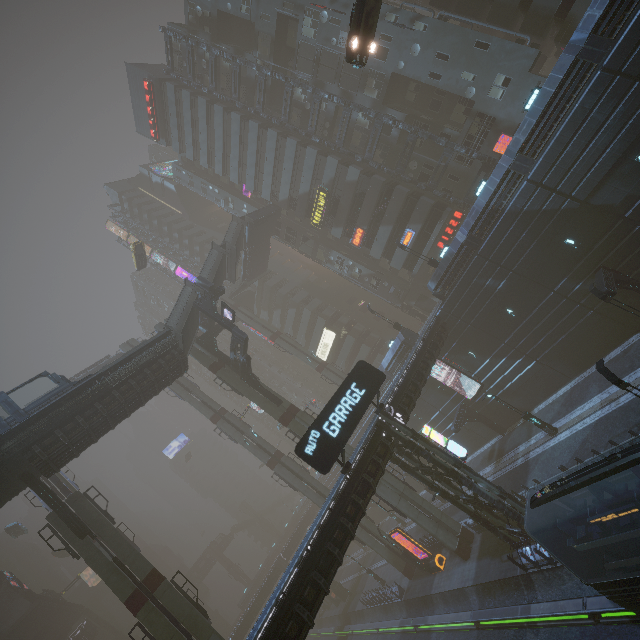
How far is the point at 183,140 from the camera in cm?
4884

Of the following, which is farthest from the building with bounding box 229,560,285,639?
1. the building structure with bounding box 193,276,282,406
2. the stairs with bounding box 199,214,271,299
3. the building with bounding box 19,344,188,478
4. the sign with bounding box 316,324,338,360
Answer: the building with bounding box 19,344,188,478

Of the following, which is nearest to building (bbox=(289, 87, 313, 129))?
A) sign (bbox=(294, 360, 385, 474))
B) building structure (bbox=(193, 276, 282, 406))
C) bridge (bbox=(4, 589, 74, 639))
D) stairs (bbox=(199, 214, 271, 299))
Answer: sign (bbox=(294, 360, 385, 474))

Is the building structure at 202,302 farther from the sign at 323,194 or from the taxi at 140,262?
the sign at 323,194

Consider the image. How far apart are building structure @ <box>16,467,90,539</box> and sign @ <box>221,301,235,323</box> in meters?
16.3 m

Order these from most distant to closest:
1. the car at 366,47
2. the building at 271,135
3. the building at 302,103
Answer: the building at 302,103 → the building at 271,135 → the car at 366,47

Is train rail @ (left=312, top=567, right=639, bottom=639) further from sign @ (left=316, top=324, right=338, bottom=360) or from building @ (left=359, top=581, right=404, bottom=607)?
sign @ (left=316, top=324, right=338, bottom=360)

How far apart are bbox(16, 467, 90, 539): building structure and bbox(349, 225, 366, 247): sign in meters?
36.8 m
